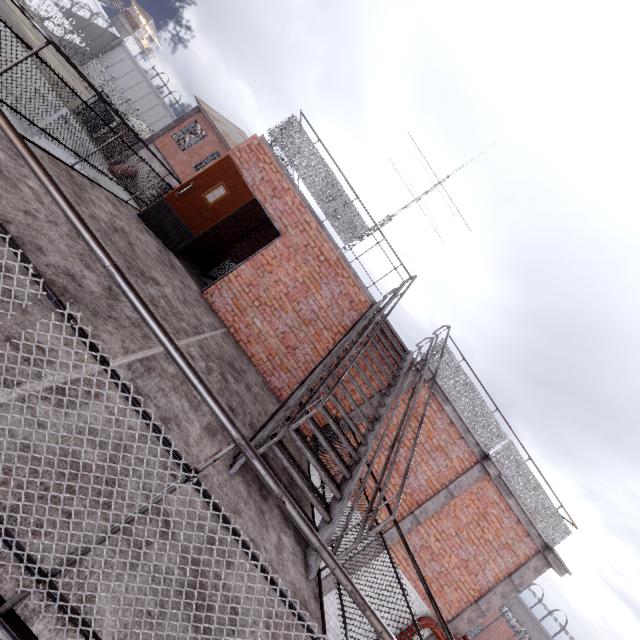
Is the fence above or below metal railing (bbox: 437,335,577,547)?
below

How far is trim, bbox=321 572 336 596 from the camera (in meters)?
7.33

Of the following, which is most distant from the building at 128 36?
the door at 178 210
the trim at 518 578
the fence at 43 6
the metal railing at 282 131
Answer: the trim at 518 578

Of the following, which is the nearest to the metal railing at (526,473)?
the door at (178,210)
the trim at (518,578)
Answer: the trim at (518,578)

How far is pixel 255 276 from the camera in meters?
7.0 m

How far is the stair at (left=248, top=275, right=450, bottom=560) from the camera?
3.5m

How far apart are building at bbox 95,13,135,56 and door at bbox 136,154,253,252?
79.7m

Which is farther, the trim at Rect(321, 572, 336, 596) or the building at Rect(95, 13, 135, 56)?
the building at Rect(95, 13, 135, 56)
